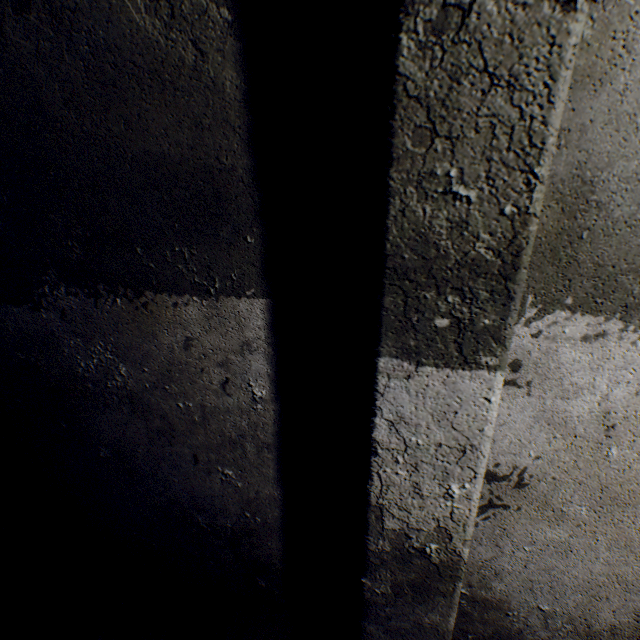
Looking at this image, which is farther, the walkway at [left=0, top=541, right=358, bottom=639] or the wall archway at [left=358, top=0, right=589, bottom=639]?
the walkway at [left=0, top=541, right=358, bottom=639]

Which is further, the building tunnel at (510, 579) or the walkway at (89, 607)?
the walkway at (89, 607)

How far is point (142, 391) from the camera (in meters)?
1.15

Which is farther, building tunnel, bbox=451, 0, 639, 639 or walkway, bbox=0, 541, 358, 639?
walkway, bbox=0, 541, 358, 639

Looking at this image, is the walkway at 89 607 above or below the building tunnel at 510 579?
below

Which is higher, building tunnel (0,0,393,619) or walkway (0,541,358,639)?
building tunnel (0,0,393,619)
